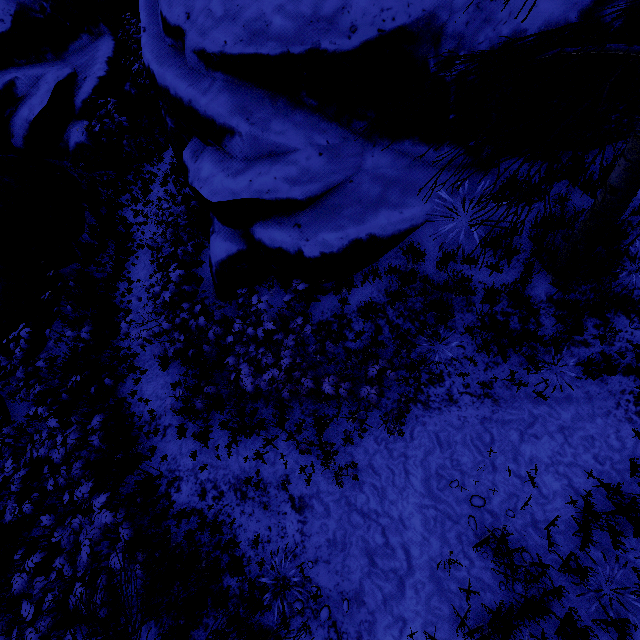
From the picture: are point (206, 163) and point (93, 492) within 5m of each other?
no

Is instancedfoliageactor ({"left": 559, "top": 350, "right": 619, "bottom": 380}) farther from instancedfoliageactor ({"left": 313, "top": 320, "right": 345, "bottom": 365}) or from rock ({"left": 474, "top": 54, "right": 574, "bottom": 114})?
instancedfoliageactor ({"left": 313, "top": 320, "right": 345, "bottom": 365})

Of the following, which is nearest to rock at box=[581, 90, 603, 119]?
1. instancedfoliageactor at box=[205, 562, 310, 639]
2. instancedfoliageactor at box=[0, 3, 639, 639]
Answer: instancedfoliageactor at box=[0, 3, 639, 639]

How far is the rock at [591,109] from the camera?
4.40m

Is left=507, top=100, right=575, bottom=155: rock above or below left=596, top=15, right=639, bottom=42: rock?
below

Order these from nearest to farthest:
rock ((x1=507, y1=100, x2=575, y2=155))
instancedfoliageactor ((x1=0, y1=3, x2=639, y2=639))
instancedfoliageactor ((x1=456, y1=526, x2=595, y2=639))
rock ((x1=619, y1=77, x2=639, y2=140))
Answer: instancedfoliageactor ((x1=0, y1=3, x2=639, y2=639)), instancedfoliageactor ((x1=456, y1=526, x2=595, y2=639)), rock ((x1=619, y1=77, x2=639, y2=140)), rock ((x1=507, y1=100, x2=575, y2=155))
